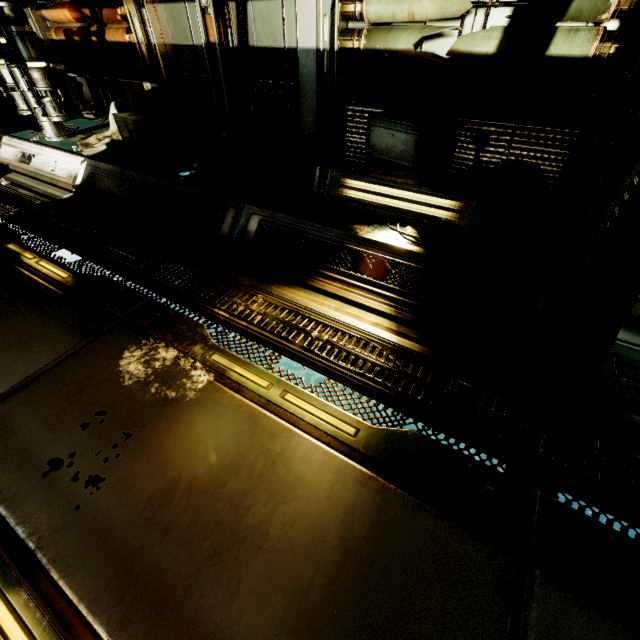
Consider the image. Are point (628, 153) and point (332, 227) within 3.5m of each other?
yes

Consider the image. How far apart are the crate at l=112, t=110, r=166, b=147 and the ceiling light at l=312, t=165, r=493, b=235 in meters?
3.5 m

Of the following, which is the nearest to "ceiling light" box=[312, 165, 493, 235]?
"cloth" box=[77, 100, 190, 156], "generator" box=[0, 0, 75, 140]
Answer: "cloth" box=[77, 100, 190, 156]

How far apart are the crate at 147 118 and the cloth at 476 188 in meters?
4.7 m

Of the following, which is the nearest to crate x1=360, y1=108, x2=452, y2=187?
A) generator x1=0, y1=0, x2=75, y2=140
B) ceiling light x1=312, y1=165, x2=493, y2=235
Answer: ceiling light x1=312, y1=165, x2=493, y2=235

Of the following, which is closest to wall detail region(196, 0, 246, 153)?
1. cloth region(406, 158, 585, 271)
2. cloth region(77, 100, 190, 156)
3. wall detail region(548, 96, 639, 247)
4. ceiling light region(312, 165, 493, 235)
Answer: cloth region(77, 100, 190, 156)

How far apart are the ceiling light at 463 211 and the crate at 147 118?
3.5m

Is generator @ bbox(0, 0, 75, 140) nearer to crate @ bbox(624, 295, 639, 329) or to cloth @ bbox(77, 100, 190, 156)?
cloth @ bbox(77, 100, 190, 156)
